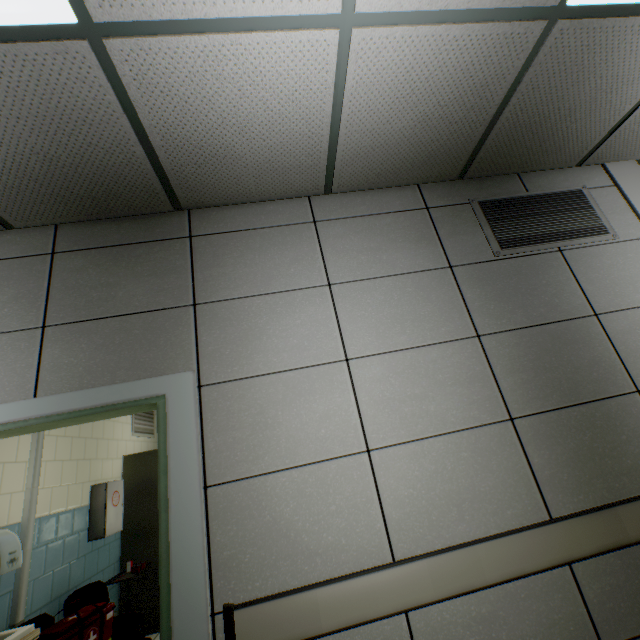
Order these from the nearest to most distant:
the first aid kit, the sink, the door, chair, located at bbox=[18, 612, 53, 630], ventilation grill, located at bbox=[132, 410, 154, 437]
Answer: the door, the sink, chair, located at bbox=[18, 612, 53, 630], the first aid kit, ventilation grill, located at bbox=[132, 410, 154, 437]

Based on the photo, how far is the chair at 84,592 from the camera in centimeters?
306cm

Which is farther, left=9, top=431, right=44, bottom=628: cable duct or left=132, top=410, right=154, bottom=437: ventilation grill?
left=132, top=410, right=154, bottom=437: ventilation grill

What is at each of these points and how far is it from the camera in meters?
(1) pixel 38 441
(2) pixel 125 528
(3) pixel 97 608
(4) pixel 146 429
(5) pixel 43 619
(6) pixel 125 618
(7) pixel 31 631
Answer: (1) cable duct, 3.1
(2) cabinet, 4.3
(3) medical bag, 2.8
(4) ventilation grill, 5.5
(5) chair, 2.7
(6) chair, 3.2
(7) sink, 2.1

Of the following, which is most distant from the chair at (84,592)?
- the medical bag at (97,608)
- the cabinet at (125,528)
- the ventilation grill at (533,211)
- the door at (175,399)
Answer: the ventilation grill at (533,211)

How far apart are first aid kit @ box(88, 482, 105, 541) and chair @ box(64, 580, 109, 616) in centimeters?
47cm

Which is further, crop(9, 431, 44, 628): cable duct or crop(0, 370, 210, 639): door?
crop(9, 431, 44, 628): cable duct

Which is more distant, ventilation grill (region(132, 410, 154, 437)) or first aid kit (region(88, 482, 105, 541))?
ventilation grill (region(132, 410, 154, 437))
